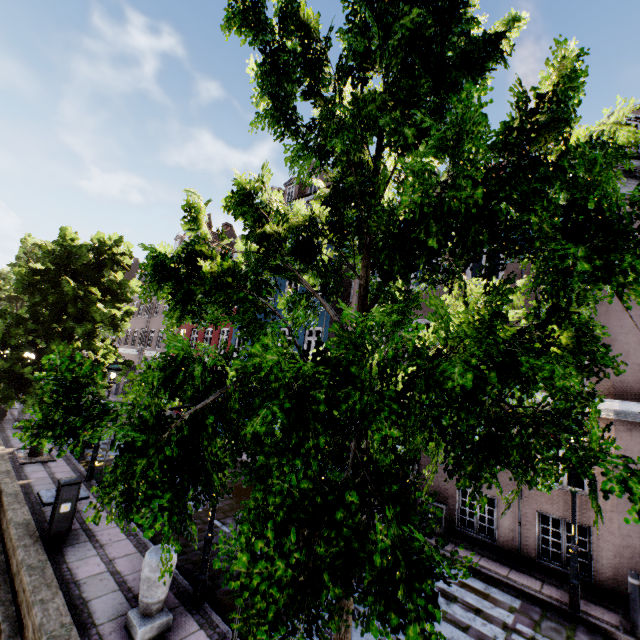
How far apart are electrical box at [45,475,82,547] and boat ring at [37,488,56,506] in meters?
2.0

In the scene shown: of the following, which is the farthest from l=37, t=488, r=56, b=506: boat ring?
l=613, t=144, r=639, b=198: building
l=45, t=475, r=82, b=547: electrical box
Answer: l=613, t=144, r=639, b=198: building

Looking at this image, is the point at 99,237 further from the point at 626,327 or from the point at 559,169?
the point at 626,327

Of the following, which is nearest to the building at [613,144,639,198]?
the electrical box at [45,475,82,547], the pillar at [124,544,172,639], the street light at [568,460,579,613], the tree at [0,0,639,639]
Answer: the street light at [568,460,579,613]

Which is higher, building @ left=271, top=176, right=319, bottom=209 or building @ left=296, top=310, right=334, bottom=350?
building @ left=271, top=176, right=319, bottom=209

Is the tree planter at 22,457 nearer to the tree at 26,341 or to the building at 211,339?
the tree at 26,341

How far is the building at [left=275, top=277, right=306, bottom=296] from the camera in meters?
17.3 m

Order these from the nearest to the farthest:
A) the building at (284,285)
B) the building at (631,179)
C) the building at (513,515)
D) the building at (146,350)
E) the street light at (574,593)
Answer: the street light at (574,593) → the building at (513,515) → the building at (631,179) → the building at (284,285) → the building at (146,350)
